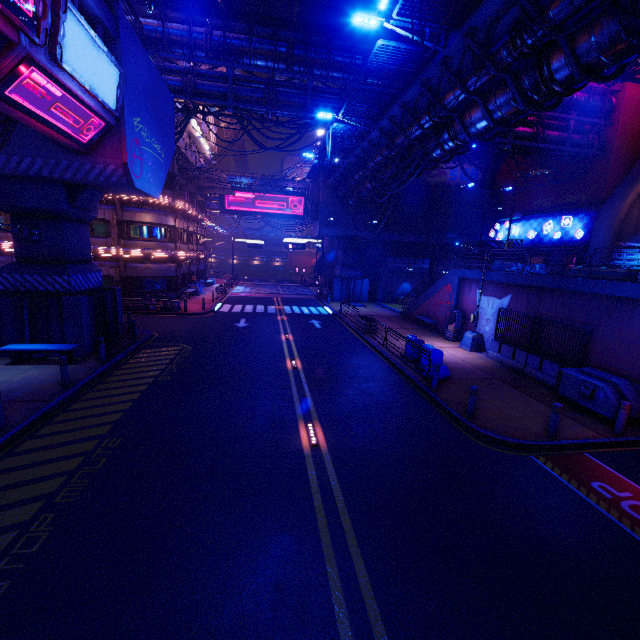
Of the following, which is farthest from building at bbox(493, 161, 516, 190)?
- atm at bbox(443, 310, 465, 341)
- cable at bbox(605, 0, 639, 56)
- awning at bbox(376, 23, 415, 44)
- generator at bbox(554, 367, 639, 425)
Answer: cable at bbox(605, 0, 639, 56)

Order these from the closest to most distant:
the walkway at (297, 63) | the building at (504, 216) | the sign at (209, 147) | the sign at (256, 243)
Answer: the walkway at (297, 63), the sign at (209, 147), the building at (504, 216), the sign at (256, 243)

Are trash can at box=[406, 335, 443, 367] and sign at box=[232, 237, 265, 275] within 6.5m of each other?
no

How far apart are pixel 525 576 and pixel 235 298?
33.7m

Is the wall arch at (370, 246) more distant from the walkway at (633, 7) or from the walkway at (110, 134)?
the walkway at (110, 134)

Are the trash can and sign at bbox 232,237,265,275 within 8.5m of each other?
no

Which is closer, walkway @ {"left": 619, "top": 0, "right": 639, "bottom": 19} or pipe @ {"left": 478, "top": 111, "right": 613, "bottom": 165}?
walkway @ {"left": 619, "top": 0, "right": 639, "bottom": 19}

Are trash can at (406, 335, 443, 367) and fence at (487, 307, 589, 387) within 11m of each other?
yes
